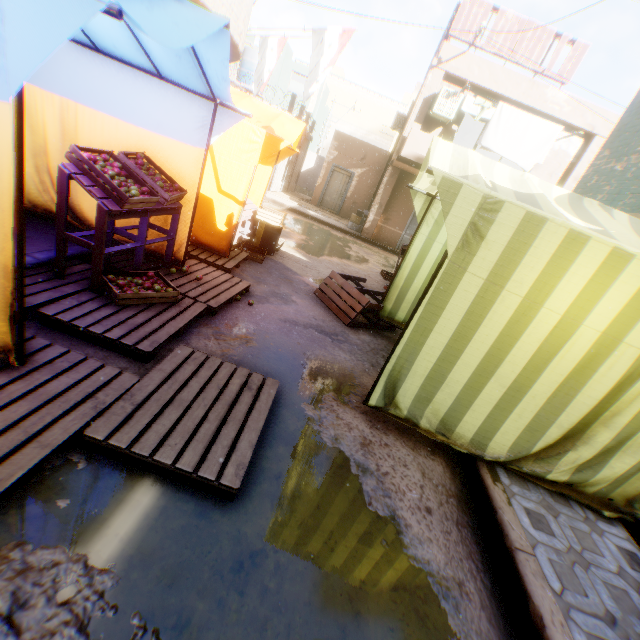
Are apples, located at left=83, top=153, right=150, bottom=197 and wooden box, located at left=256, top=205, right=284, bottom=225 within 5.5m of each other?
yes

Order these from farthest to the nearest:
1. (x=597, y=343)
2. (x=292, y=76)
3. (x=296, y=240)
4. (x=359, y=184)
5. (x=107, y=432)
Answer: (x=292, y=76) → (x=359, y=184) → (x=296, y=240) → (x=597, y=343) → (x=107, y=432)

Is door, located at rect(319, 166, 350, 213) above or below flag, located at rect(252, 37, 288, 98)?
below

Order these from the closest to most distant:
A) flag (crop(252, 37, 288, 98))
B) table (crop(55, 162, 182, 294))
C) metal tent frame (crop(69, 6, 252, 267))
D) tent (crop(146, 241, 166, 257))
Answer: metal tent frame (crop(69, 6, 252, 267)), table (crop(55, 162, 182, 294)), tent (crop(146, 241, 166, 257)), flag (crop(252, 37, 288, 98))

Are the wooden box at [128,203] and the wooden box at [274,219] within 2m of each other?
no

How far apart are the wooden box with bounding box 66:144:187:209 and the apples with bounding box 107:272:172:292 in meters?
0.7 m

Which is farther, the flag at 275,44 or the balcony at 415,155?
the balcony at 415,155

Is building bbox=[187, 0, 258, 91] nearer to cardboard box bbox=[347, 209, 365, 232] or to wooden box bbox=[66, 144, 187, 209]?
cardboard box bbox=[347, 209, 365, 232]
